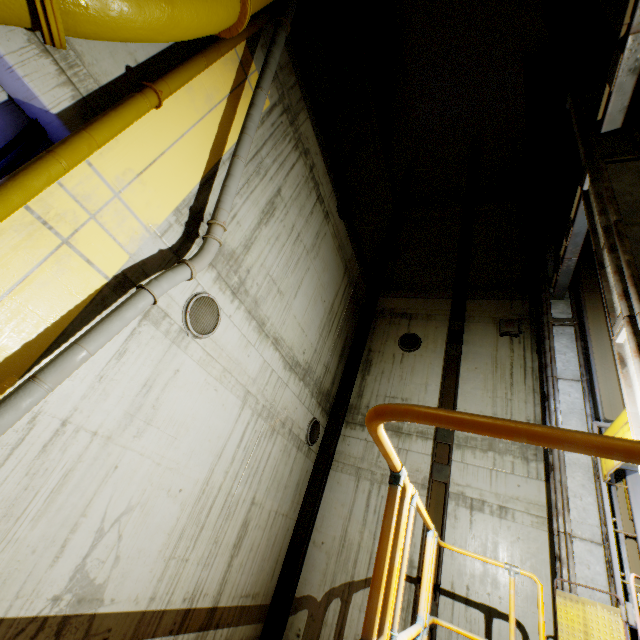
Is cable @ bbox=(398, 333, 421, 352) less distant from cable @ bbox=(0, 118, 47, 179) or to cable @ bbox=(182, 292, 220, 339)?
cable @ bbox=(182, 292, 220, 339)

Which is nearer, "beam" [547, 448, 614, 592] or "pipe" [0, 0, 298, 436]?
"pipe" [0, 0, 298, 436]

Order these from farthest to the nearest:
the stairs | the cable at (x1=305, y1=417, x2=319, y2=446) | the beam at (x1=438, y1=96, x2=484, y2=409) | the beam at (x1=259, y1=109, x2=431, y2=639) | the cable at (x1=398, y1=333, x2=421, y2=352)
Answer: the cable at (x1=398, y1=333, x2=421, y2=352) → the beam at (x1=438, y1=96, x2=484, y2=409) → the cable at (x1=305, y1=417, x2=319, y2=446) → the beam at (x1=259, y1=109, x2=431, y2=639) → the stairs

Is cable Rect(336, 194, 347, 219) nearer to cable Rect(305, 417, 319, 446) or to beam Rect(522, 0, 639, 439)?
beam Rect(522, 0, 639, 439)

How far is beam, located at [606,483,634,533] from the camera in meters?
5.2

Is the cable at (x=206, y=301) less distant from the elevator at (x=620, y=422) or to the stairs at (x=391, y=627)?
the stairs at (x=391, y=627)

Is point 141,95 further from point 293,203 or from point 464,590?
point 464,590

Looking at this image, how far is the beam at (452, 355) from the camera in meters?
10.2 m
